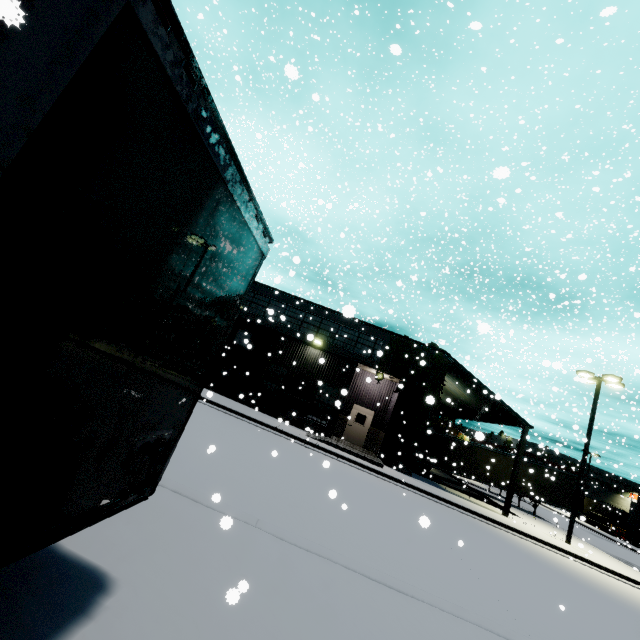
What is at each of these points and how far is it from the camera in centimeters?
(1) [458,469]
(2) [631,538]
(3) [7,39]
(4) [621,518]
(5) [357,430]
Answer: (1) semi trailer, 2647cm
(2) building, 3872cm
(3) semi trailer, 109cm
(4) semi trailer, 5119cm
(5) door, 2188cm

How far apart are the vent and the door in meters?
8.0 m

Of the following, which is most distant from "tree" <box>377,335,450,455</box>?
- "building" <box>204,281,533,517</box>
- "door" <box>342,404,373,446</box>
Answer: "door" <box>342,404,373,446</box>

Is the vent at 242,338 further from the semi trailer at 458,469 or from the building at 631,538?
the semi trailer at 458,469

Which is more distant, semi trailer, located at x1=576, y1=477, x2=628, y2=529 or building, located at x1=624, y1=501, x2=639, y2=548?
building, located at x1=624, y1=501, x2=639, y2=548

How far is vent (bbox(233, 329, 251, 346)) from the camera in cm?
1591

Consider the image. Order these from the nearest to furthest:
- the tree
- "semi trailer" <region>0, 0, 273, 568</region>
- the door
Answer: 1. "semi trailer" <region>0, 0, 273, 568</region>
2. the tree
3. the door

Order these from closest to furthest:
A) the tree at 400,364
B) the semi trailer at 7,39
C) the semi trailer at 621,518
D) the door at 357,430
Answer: the semi trailer at 7,39, the tree at 400,364, the door at 357,430, the semi trailer at 621,518
